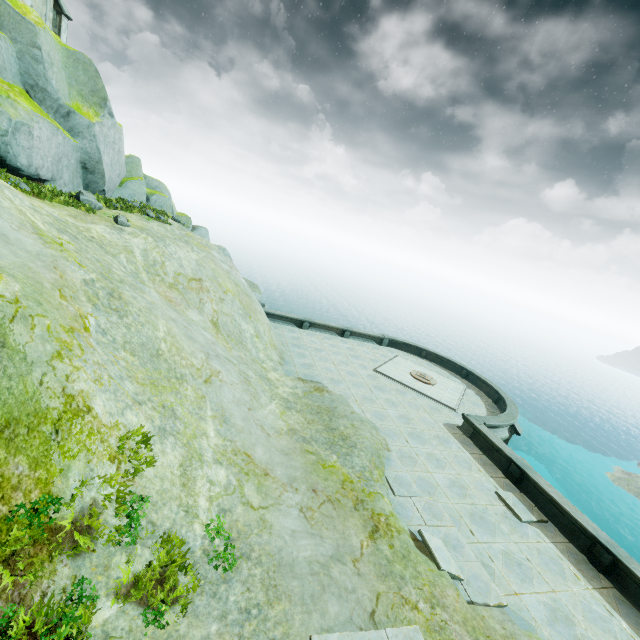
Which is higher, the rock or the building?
the building

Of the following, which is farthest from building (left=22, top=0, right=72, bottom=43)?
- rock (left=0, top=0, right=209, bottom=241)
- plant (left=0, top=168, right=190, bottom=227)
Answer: plant (left=0, top=168, right=190, bottom=227)

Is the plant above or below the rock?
below

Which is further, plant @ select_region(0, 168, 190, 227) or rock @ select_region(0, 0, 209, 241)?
rock @ select_region(0, 0, 209, 241)

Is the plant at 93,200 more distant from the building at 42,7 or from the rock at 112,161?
the building at 42,7

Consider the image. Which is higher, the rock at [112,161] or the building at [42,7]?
the building at [42,7]

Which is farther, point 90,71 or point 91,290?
point 90,71

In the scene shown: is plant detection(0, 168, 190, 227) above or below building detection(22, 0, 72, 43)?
below
